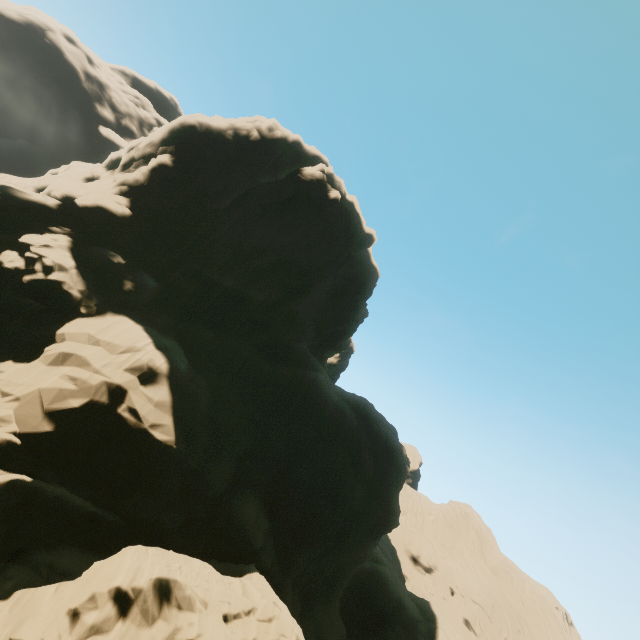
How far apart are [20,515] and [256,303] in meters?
23.8 m
